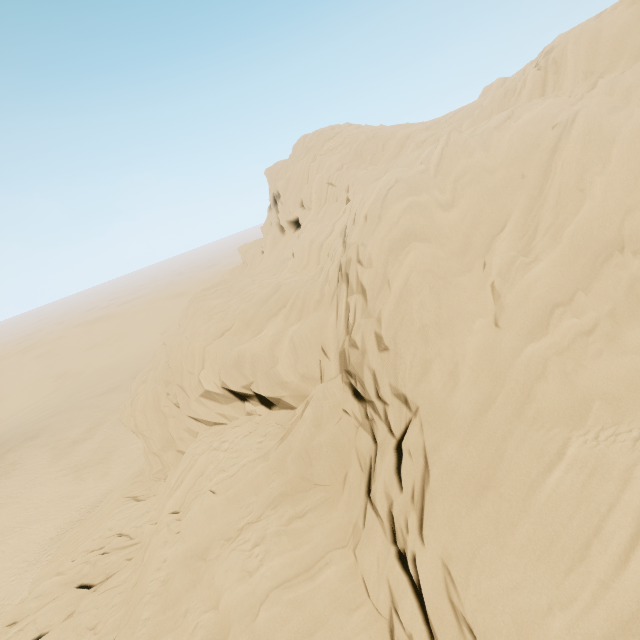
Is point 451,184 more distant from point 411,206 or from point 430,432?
point 430,432
